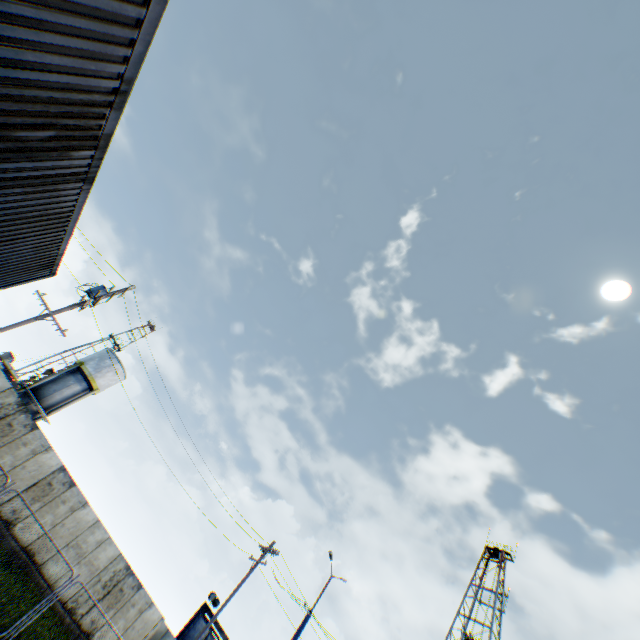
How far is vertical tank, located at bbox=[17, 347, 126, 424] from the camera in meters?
30.2

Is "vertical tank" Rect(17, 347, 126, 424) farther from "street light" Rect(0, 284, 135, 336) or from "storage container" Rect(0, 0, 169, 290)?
"storage container" Rect(0, 0, 169, 290)

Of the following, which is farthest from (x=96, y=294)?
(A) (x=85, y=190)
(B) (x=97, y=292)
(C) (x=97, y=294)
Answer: (A) (x=85, y=190)

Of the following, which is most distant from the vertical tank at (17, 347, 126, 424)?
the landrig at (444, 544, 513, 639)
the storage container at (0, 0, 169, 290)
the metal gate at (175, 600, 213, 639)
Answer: the landrig at (444, 544, 513, 639)

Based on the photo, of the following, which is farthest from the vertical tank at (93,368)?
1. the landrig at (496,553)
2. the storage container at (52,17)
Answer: the landrig at (496,553)

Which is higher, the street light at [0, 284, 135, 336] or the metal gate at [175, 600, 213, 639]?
the street light at [0, 284, 135, 336]

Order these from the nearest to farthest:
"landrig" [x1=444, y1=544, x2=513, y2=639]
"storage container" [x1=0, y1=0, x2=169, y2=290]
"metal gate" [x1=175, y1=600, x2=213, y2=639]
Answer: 1. "storage container" [x1=0, y1=0, x2=169, y2=290]
2. "metal gate" [x1=175, y1=600, x2=213, y2=639]
3. "landrig" [x1=444, y1=544, x2=513, y2=639]

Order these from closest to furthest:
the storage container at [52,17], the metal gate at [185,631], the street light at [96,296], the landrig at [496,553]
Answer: the storage container at [52,17]
the street light at [96,296]
the metal gate at [185,631]
the landrig at [496,553]
